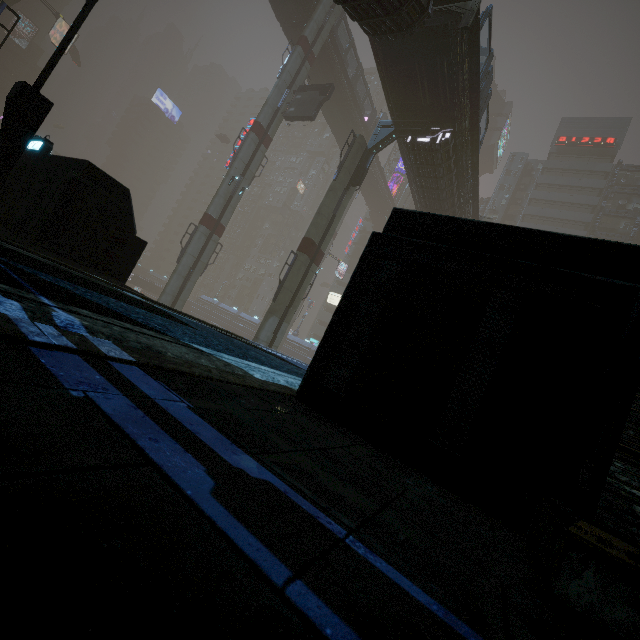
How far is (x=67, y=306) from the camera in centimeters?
214cm

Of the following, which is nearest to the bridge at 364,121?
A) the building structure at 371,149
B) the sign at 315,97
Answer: the sign at 315,97

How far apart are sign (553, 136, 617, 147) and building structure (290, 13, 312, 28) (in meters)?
44.79

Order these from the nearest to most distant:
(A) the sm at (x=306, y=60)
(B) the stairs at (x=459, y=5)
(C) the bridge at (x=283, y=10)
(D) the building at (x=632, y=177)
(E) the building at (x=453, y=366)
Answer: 1. (E) the building at (x=453, y=366)
2. (B) the stairs at (x=459, y=5)
3. (A) the sm at (x=306, y=60)
4. (C) the bridge at (x=283, y=10)
5. (D) the building at (x=632, y=177)

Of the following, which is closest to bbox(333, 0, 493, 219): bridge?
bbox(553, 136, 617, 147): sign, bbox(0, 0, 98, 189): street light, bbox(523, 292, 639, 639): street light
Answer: bbox(0, 0, 98, 189): street light

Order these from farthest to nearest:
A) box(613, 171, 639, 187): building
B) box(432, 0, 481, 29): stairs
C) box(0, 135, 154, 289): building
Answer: box(613, 171, 639, 187): building → box(432, 0, 481, 29): stairs → box(0, 135, 154, 289): building

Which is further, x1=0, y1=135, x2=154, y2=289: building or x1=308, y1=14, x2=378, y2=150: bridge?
x1=308, y1=14, x2=378, y2=150: bridge

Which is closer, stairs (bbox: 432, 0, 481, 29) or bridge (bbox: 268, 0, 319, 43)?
stairs (bbox: 432, 0, 481, 29)
